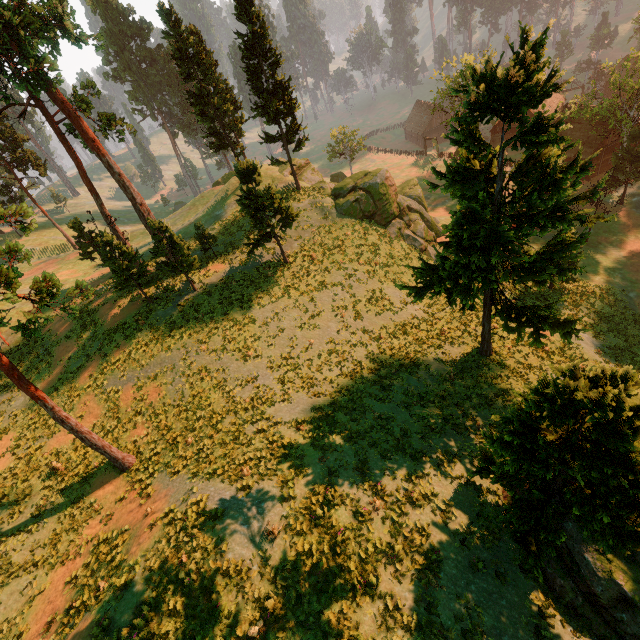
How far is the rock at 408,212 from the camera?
31.14m

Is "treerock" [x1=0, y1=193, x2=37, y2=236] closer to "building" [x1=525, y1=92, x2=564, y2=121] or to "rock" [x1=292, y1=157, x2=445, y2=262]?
"building" [x1=525, y1=92, x2=564, y2=121]

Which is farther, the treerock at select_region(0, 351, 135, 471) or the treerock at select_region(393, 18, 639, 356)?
the treerock at select_region(0, 351, 135, 471)

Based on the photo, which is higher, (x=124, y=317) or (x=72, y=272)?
(x=124, y=317)

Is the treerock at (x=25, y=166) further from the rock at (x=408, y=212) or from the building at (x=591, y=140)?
the rock at (x=408, y=212)

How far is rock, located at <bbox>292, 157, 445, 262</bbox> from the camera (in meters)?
31.14

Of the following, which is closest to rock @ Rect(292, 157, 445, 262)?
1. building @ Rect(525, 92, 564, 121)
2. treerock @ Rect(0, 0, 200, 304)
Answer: treerock @ Rect(0, 0, 200, 304)

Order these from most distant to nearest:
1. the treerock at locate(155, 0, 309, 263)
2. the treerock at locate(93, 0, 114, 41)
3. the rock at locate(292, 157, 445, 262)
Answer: the treerock at locate(93, 0, 114, 41)
the rock at locate(292, 157, 445, 262)
the treerock at locate(155, 0, 309, 263)
